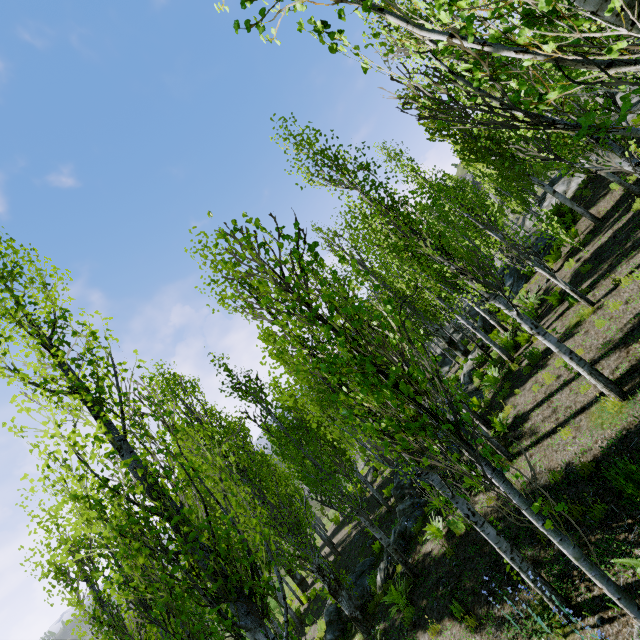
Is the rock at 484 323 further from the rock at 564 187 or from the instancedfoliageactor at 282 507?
the rock at 564 187

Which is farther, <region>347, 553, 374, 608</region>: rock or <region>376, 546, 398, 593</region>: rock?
<region>347, 553, 374, 608</region>: rock

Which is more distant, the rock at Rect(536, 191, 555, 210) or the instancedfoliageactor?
the rock at Rect(536, 191, 555, 210)

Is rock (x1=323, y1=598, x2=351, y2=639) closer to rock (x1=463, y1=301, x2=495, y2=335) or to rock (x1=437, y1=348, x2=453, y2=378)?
rock (x1=437, y1=348, x2=453, y2=378)

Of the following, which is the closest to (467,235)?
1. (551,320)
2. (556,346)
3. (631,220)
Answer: (556,346)

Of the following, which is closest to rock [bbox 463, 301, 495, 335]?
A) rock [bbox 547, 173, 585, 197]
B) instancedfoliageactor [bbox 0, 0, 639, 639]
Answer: instancedfoliageactor [bbox 0, 0, 639, 639]

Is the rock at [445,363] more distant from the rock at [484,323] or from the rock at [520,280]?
the rock at [520,280]

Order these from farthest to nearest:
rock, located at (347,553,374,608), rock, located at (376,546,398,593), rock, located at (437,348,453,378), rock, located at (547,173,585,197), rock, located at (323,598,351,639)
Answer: rock, located at (437,348,453,378), rock, located at (547,173,585,197), rock, located at (323,598,351,639), rock, located at (347,553,374,608), rock, located at (376,546,398,593)
